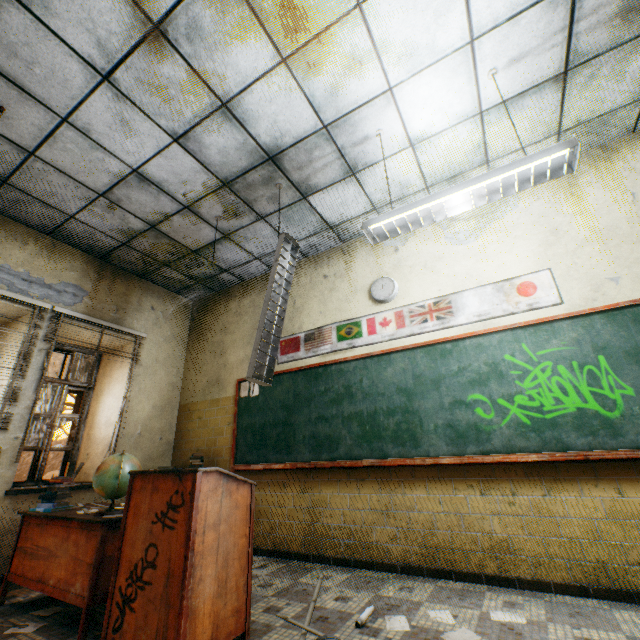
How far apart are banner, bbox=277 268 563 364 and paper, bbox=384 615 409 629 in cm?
251

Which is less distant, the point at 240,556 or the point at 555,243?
the point at 240,556

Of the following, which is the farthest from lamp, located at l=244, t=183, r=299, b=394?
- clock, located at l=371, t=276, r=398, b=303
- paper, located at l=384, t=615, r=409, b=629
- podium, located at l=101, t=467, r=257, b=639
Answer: paper, located at l=384, t=615, r=409, b=629

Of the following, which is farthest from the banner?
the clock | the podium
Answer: the podium

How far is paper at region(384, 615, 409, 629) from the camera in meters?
2.1

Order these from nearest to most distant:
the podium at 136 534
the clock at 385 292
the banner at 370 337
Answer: the podium at 136 534 < the banner at 370 337 < the clock at 385 292

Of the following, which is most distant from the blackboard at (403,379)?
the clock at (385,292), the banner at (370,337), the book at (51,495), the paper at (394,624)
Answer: the book at (51,495)

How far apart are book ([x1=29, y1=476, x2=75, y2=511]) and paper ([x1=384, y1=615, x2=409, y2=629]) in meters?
3.0 m
